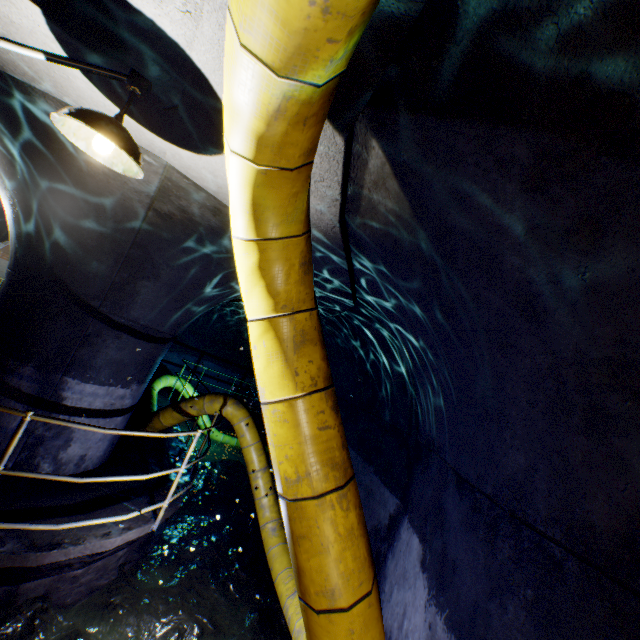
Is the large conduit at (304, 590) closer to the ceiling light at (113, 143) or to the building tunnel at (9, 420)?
the building tunnel at (9, 420)

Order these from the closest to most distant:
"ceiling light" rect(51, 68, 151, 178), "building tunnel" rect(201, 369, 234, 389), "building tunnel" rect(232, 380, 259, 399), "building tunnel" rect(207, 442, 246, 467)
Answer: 1. "ceiling light" rect(51, 68, 151, 178)
2. "building tunnel" rect(207, 442, 246, 467)
3. "building tunnel" rect(201, 369, 234, 389)
4. "building tunnel" rect(232, 380, 259, 399)

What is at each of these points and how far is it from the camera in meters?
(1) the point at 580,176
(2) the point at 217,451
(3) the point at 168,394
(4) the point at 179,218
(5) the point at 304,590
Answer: (1) building tunnel, 1.2 m
(2) building tunnel, 10.2 m
(3) walkway, 11.3 m
(4) building tunnel, 3.7 m
(5) large conduit, 1.6 m

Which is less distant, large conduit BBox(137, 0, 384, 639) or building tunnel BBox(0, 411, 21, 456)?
large conduit BBox(137, 0, 384, 639)

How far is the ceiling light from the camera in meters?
1.7 m

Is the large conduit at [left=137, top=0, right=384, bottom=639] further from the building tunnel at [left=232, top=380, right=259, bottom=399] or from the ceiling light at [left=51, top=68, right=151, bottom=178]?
the ceiling light at [left=51, top=68, right=151, bottom=178]

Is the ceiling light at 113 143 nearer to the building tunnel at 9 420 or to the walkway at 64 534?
the building tunnel at 9 420
